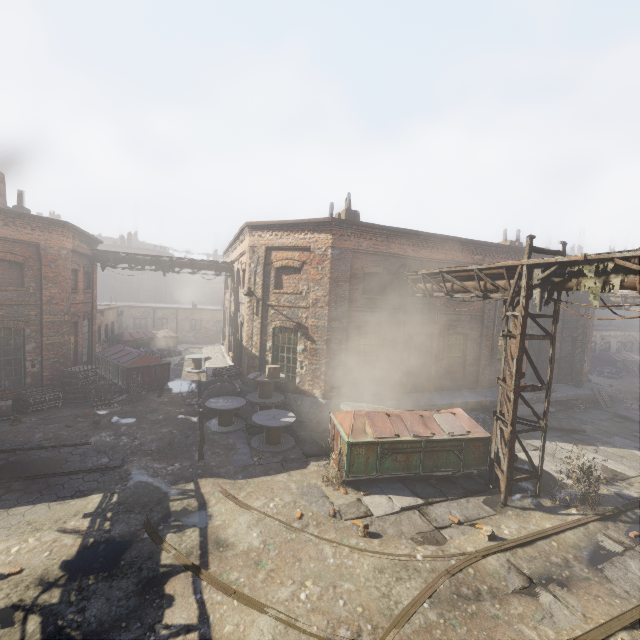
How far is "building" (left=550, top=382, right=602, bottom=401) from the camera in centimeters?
1702cm

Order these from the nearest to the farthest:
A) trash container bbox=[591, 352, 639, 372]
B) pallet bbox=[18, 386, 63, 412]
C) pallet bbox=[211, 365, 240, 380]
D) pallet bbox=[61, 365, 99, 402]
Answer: pallet bbox=[18, 386, 63, 412]
pallet bbox=[61, 365, 99, 402]
pallet bbox=[211, 365, 240, 380]
trash container bbox=[591, 352, 639, 372]

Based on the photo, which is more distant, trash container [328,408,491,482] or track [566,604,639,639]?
trash container [328,408,491,482]

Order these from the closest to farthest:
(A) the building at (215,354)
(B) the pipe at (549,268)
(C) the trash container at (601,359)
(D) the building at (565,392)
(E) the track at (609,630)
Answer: (E) the track at (609,630), (B) the pipe at (549,268), (D) the building at (565,392), (A) the building at (215,354), (C) the trash container at (601,359)

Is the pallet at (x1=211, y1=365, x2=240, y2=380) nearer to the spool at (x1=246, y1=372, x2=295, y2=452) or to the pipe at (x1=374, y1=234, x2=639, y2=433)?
the spool at (x1=246, y1=372, x2=295, y2=452)

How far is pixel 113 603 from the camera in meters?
5.3

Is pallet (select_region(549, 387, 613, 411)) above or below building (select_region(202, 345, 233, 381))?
below

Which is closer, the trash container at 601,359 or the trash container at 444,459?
the trash container at 444,459
